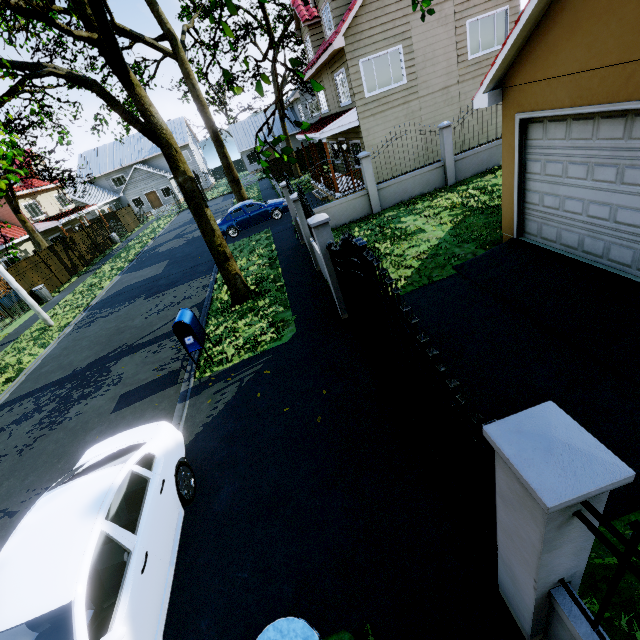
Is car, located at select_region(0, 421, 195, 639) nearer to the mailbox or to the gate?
the mailbox

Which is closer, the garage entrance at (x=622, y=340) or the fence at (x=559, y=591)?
the fence at (x=559, y=591)

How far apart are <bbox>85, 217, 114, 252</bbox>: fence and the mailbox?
25.4 meters

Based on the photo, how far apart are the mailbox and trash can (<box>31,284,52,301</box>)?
16.96m

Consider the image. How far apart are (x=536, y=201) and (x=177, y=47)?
23.36m

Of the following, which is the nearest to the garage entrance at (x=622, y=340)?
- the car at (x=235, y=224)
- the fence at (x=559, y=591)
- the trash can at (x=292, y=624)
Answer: the fence at (x=559, y=591)

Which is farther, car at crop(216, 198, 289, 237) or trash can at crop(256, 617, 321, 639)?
car at crop(216, 198, 289, 237)

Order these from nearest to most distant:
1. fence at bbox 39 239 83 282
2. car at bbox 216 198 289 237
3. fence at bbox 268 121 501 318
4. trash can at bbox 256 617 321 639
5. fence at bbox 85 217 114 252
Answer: trash can at bbox 256 617 321 639
fence at bbox 268 121 501 318
car at bbox 216 198 289 237
fence at bbox 39 239 83 282
fence at bbox 85 217 114 252
